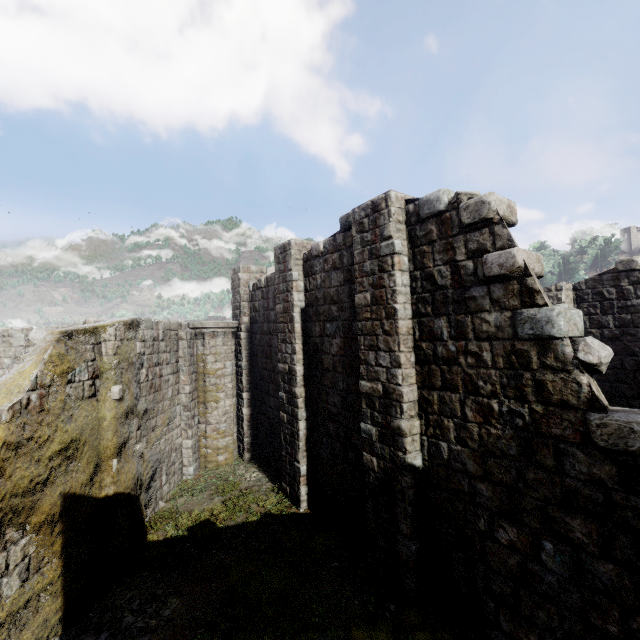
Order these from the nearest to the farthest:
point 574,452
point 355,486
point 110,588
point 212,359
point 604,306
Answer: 1. point 574,452
2. point 110,588
3. point 355,486
4. point 604,306
5. point 212,359

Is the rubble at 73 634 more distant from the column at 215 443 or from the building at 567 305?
the column at 215 443

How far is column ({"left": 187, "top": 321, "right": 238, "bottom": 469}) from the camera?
13.5 meters

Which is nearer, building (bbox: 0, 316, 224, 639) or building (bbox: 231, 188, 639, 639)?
building (bbox: 231, 188, 639, 639)

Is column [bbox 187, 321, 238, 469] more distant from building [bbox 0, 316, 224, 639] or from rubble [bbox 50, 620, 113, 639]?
rubble [bbox 50, 620, 113, 639]

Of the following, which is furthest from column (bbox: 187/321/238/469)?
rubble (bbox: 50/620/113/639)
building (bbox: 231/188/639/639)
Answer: rubble (bbox: 50/620/113/639)

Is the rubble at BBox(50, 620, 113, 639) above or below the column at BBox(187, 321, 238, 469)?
below

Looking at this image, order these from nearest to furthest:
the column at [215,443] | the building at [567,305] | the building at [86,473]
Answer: the building at [567,305]
the building at [86,473]
the column at [215,443]
